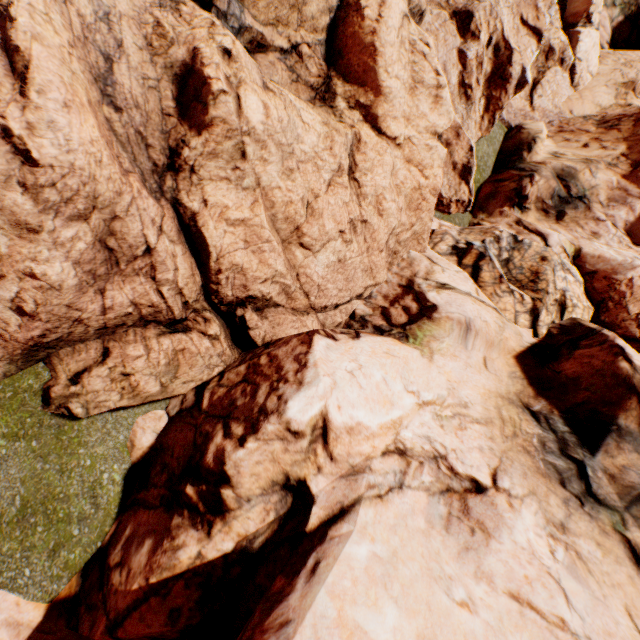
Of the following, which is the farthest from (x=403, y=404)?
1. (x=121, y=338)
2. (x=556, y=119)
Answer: (x=556, y=119)
